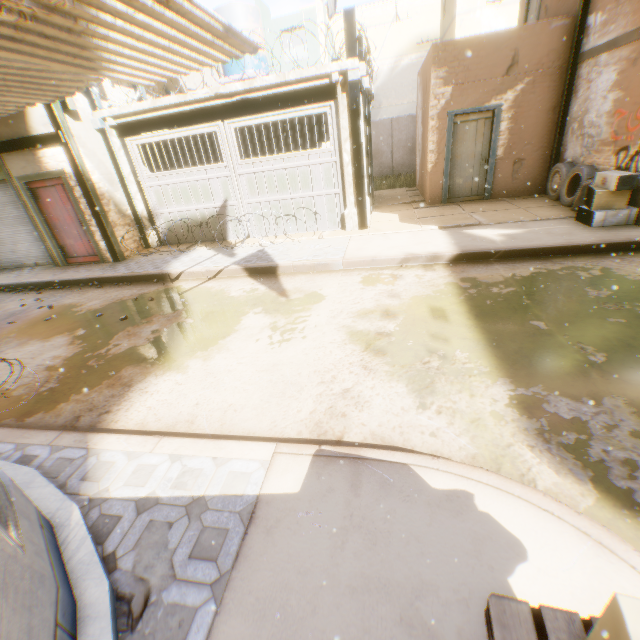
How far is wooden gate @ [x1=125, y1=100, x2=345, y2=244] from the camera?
8.2m

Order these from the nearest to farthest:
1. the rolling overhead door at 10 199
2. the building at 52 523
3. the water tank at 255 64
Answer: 1. the building at 52 523
2. the rolling overhead door at 10 199
3. the water tank at 255 64

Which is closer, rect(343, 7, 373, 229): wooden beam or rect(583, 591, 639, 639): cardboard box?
rect(583, 591, 639, 639): cardboard box

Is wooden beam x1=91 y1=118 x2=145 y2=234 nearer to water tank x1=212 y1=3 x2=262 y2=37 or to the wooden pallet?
water tank x1=212 y1=3 x2=262 y2=37

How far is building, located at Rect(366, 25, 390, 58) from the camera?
27.94m

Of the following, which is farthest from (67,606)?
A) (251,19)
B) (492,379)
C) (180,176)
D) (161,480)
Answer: (251,19)

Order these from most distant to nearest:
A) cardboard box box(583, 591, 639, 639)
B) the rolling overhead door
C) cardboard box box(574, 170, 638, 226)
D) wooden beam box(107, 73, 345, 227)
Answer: the rolling overhead door → wooden beam box(107, 73, 345, 227) → cardboard box box(574, 170, 638, 226) → cardboard box box(583, 591, 639, 639)

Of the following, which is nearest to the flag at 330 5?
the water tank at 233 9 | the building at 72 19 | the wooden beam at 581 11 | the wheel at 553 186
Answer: the building at 72 19
